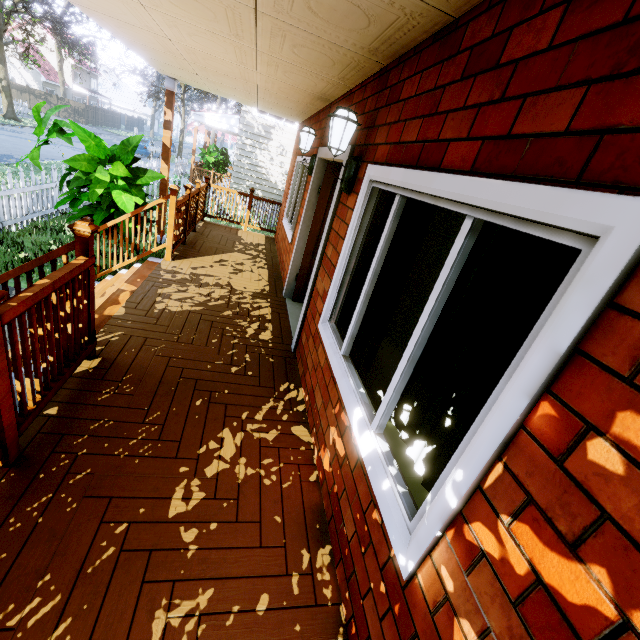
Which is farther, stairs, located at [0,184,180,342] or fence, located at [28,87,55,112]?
fence, located at [28,87,55,112]

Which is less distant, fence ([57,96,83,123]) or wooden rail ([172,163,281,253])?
wooden rail ([172,163,281,253])

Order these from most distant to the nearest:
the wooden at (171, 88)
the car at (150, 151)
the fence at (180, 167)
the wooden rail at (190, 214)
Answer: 1. the car at (150, 151)
2. the fence at (180, 167)
3. the wooden at (171, 88)
4. the wooden rail at (190, 214)

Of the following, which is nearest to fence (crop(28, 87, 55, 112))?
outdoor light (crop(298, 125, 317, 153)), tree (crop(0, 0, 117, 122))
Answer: tree (crop(0, 0, 117, 122))

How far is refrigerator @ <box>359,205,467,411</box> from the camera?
2.6 meters

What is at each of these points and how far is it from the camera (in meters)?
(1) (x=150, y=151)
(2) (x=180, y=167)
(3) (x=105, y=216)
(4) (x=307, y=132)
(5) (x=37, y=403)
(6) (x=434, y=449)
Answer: (1) car, 24.48
(2) fence, 20.56
(3) plant, 5.29
(4) outdoor light, 4.35
(5) wooden rail, 2.04
(6) curtain, 1.45

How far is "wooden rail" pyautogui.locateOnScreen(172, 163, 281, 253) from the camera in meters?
5.5 m

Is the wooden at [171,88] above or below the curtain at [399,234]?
above
